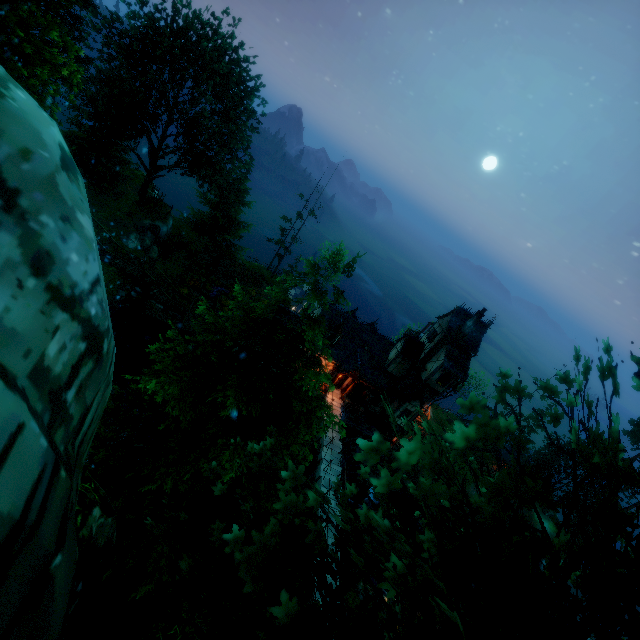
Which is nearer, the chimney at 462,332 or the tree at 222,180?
the tree at 222,180

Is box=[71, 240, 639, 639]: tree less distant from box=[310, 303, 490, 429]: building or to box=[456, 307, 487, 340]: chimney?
box=[310, 303, 490, 429]: building

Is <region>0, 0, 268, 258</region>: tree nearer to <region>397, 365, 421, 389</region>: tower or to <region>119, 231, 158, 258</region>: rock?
<region>397, 365, 421, 389</region>: tower

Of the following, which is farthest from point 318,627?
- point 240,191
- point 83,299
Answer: point 240,191

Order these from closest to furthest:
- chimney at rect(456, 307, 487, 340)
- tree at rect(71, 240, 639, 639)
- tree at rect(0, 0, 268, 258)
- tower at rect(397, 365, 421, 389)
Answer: tree at rect(71, 240, 639, 639), tree at rect(0, 0, 268, 258), chimney at rect(456, 307, 487, 340), tower at rect(397, 365, 421, 389)

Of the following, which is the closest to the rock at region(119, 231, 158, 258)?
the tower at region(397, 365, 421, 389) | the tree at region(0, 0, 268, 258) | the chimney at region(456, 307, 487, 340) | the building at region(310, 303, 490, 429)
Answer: the building at region(310, 303, 490, 429)

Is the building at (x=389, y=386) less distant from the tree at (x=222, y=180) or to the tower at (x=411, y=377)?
the tower at (x=411, y=377)

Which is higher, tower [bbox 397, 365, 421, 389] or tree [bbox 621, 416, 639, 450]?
tree [bbox 621, 416, 639, 450]
